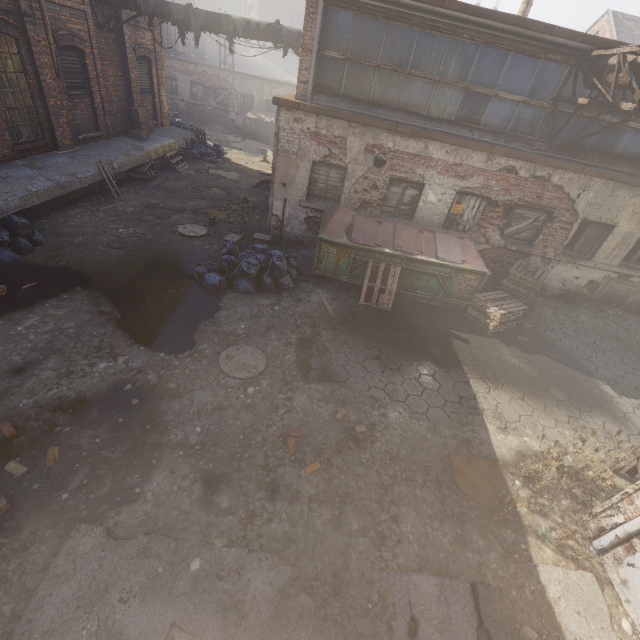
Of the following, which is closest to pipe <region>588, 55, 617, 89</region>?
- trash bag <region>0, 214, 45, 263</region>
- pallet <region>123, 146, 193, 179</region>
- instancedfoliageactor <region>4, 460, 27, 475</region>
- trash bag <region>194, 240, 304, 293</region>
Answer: trash bag <region>194, 240, 304, 293</region>

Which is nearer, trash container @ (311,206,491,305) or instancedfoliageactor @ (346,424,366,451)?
instancedfoliageactor @ (346,424,366,451)

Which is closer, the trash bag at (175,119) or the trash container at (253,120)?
the trash bag at (175,119)

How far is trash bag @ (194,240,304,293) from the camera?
7.6m

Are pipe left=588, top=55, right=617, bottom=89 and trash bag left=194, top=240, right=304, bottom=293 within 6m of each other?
no

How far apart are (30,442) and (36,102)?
10.7m

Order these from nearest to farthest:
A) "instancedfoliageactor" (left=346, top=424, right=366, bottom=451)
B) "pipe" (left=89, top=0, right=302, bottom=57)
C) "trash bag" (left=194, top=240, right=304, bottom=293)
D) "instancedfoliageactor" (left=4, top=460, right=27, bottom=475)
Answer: "instancedfoliageactor" (left=4, top=460, right=27, bottom=475) < "instancedfoliageactor" (left=346, top=424, right=366, bottom=451) < "trash bag" (left=194, top=240, right=304, bottom=293) < "pipe" (left=89, top=0, right=302, bottom=57)

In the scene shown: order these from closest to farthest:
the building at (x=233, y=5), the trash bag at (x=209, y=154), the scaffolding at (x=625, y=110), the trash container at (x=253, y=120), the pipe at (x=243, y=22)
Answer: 1. the scaffolding at (x=625, y=110)
2. the pipe at (x=243, y=22)
3. the trash bag at (x=209, y=154)
4. the trash container at (x=253, y=120)
5. the building at (x=233, y=5)
